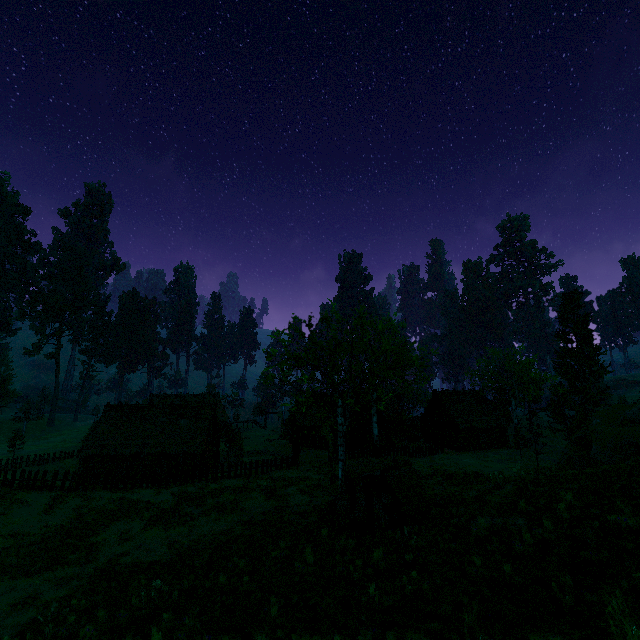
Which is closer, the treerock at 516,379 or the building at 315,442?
the treerock at 516,379

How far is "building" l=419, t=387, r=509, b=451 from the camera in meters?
43.1 m

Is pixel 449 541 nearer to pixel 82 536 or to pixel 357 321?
pixel 357 321

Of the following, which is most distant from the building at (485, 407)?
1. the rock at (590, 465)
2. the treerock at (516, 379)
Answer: the rock at (590, 465)

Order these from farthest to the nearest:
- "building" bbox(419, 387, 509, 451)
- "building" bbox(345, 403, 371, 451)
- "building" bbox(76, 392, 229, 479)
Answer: "building" bbox(419, 387, 509, 451) → "building" bbox(345, 403, 371, 451) → "building" bbox(76, 392, 229, 479)

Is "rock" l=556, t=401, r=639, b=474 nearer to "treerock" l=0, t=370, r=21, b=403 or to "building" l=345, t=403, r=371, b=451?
"treerock" l=0, t=370, r=21, b=403

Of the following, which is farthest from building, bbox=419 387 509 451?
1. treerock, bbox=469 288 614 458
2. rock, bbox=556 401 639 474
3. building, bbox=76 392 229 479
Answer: rock, bbox=556 401 639 474
